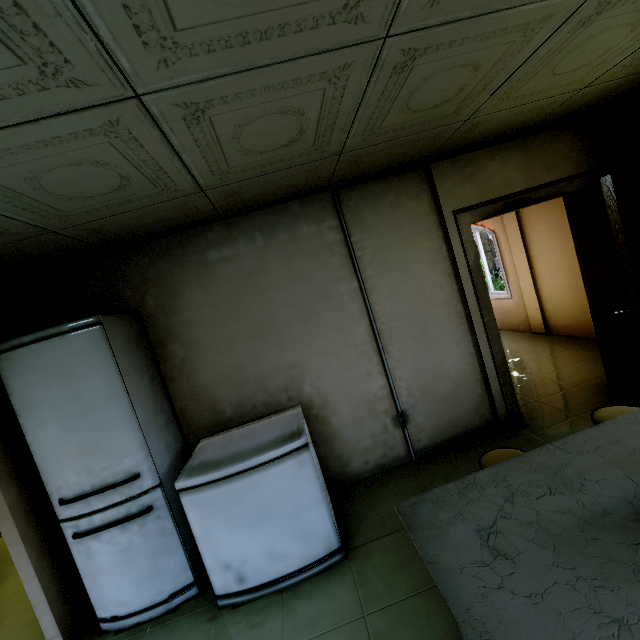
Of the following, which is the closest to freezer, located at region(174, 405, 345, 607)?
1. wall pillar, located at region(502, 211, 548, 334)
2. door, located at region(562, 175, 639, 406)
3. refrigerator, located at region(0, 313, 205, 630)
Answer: refrigerator, located at region(0, 313, 205, 630)

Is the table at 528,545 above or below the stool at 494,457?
above

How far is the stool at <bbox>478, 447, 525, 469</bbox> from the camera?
1.9m

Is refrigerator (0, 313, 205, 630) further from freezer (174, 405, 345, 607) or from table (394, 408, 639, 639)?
table (394, 408, 639, 639)

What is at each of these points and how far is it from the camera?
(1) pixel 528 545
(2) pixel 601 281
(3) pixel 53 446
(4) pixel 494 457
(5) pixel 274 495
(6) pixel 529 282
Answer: (1) table, 1.2 meters
(2) door, 3.1 meters
(3) refrigerator, 2.2 meters
(4) stool, 1.9 meters
(5) freezer, 2.2 meters
(6) wall pillar, 5.6 meters

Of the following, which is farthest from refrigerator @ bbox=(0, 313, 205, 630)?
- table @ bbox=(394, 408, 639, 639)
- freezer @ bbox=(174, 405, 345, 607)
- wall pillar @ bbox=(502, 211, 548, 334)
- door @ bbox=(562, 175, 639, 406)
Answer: wall pillar @ bbox=(502, 211, 548, 334)

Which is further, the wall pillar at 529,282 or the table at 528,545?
the wall pillar at 529,282
